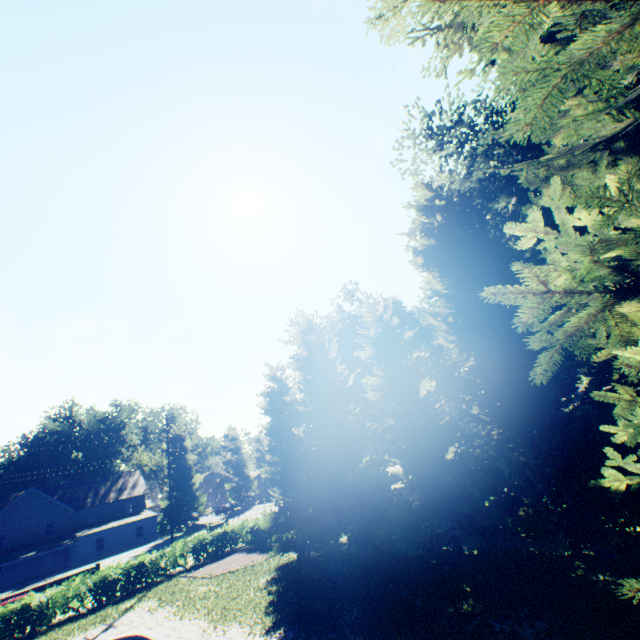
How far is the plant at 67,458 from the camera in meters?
56.1 m

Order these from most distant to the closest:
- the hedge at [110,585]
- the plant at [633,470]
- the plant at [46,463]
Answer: the plant at [46,463]
the hedge at [110,585]
the plant at [633,470]

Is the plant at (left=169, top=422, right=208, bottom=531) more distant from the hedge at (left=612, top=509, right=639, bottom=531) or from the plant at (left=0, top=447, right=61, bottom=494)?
the hedge at (left=612, top=509, right=639, bottom=531)

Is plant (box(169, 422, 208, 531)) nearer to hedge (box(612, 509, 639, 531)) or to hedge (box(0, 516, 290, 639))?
hedge (box(0, 516, 290, 639))

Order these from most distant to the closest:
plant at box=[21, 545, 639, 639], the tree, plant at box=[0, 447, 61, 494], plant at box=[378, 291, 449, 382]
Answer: plant at box=[0, 447, 61, 494] → plant at box=[378, 291, 449, 382] → the tree → plant at box=[21, 545, 639, 639]

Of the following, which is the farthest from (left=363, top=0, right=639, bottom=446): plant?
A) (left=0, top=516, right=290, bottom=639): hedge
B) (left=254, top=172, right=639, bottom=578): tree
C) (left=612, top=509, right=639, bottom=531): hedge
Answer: (left=612, top=509, right=639, bottom=531): hedge

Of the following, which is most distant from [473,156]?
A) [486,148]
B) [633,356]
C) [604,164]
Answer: [633,356]
